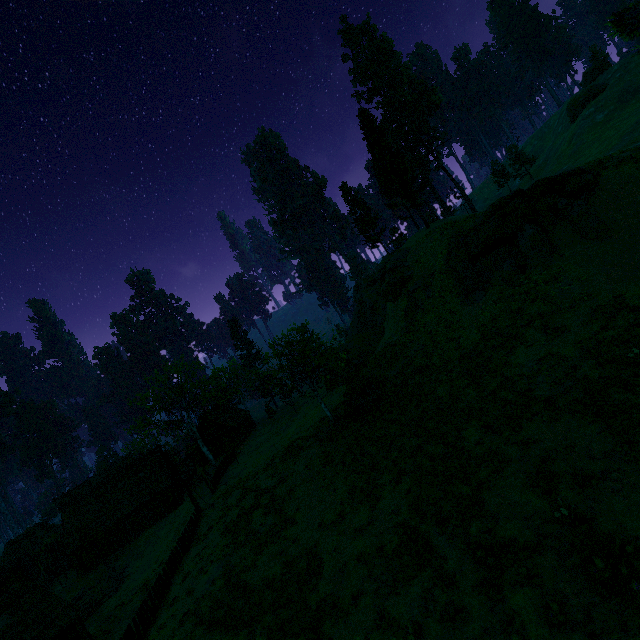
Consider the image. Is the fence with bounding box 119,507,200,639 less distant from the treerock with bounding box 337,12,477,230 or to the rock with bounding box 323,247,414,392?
the treerock with bounding box 337,12,477,230

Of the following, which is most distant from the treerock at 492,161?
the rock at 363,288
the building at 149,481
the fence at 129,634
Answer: the fence at 129,634

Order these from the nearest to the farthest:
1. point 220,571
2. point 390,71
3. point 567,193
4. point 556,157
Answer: point 220,571
point 567,193
point 556,157
point 390,71

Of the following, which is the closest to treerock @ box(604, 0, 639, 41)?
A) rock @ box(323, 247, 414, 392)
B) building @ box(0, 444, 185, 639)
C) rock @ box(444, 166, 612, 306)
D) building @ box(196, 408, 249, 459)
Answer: building @ box(0, 444, 185, 639)

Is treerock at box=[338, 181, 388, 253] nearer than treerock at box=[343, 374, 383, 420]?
No

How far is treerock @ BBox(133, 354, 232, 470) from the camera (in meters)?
39.28

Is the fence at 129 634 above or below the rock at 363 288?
below

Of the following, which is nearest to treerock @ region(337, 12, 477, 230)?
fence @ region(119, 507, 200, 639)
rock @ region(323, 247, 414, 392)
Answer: rock @ region(323, 247, 414, 392)
